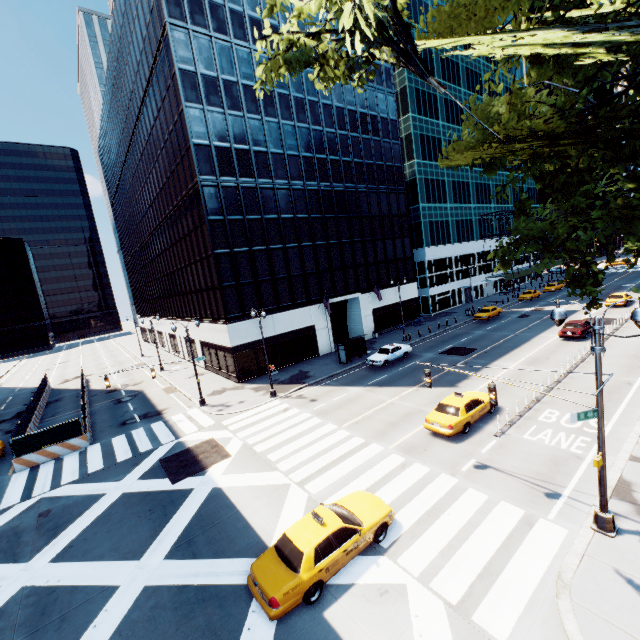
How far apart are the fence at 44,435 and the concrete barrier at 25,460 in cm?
1

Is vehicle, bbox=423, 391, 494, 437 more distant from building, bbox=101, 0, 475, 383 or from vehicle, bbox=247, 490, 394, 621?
building, bbox=101, 0, 475, 383

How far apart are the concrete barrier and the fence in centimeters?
1cm

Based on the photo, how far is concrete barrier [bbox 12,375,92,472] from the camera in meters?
21.0 m

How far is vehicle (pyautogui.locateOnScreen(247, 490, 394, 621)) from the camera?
9.1 meters

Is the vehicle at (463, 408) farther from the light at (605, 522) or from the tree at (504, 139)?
the tree at (504, 139)

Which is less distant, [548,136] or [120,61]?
[548,136]

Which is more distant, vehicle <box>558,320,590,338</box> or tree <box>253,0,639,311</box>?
vehicle <box>558,320,590,338</box>
